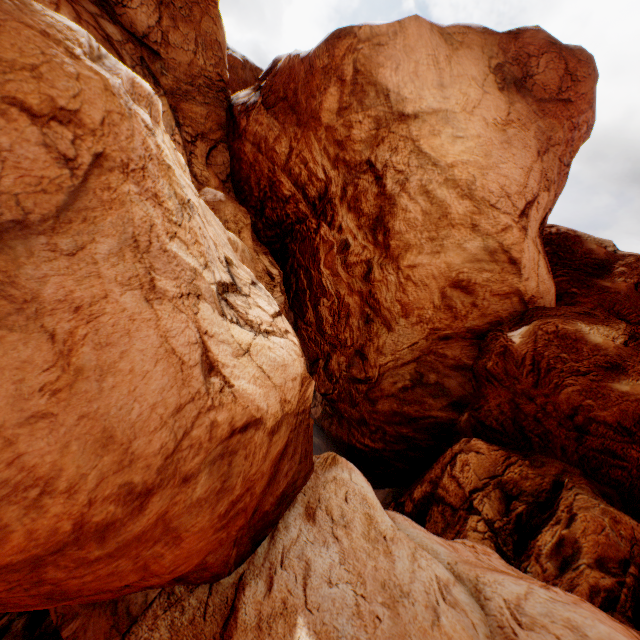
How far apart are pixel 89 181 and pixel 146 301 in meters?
1.8 m
